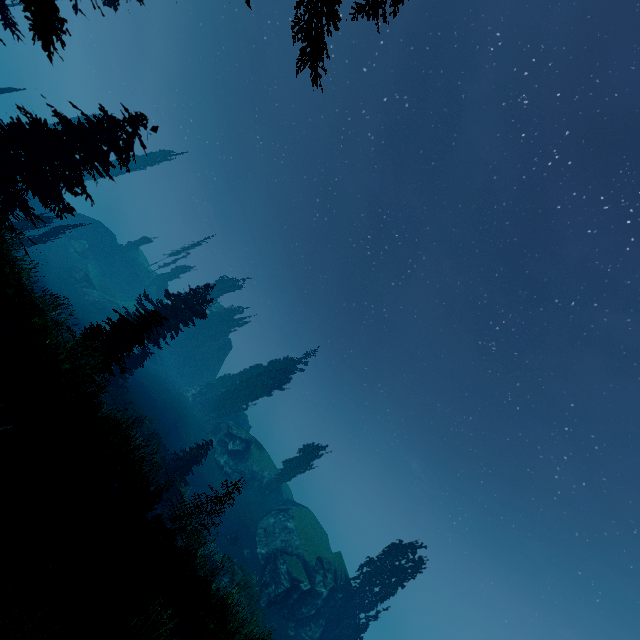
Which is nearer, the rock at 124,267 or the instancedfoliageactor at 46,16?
the instancedfoliageactor at 46,16

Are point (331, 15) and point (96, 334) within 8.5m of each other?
no

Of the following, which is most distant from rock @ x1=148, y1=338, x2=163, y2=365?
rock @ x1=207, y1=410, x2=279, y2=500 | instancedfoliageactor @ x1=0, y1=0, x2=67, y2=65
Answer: rock @ x1=207, y1=410, x2=279, y2=500

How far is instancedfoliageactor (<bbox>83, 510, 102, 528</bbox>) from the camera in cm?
625

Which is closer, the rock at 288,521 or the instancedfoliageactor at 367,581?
the rock at 288,521
